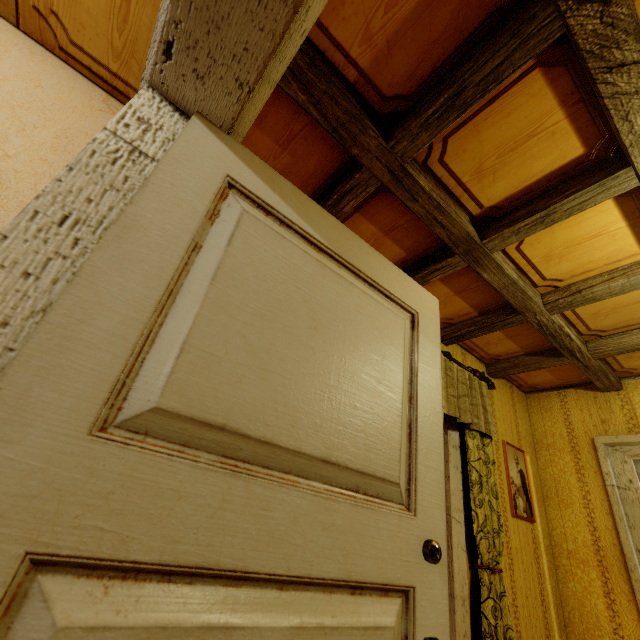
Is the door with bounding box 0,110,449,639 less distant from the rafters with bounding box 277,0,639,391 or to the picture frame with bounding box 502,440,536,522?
the rafters with bounding box 277,0,639,391

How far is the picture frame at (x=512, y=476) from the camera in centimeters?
287cm

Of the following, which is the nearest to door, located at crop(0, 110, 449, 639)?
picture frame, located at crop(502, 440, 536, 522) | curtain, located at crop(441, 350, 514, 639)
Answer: curtain, located at crop(441, 350, 514, 639)

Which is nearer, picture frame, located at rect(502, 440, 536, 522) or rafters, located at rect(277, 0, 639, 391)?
rafters, located at rect(277, 0, 639, 391)

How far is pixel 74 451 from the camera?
0.5 meters

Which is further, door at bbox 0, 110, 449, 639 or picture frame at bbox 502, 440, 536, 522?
picture frame at bbox 502, 440, 536, 522

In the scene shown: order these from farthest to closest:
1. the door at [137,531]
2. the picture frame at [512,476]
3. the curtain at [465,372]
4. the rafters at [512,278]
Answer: the picture frame at [512,476], the curtain at [465,372], the rafters at [512,278], the door at [137,531]
